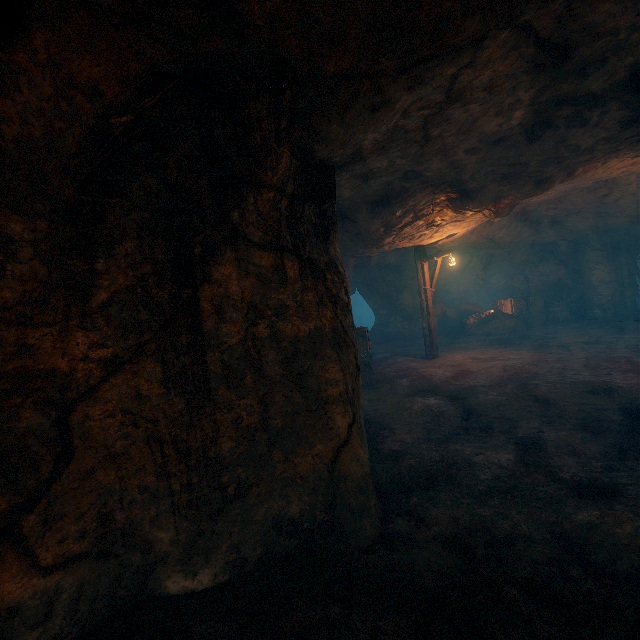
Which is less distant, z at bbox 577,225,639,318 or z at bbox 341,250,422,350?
z at bbox 341,250,422,350

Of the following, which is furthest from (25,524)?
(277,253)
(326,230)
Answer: (326,230)

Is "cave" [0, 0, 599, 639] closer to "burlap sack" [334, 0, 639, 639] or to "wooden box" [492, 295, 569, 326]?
"burlap sack" [334, 0, 639, 639]

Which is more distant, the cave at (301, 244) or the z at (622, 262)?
the z at (622, 262)

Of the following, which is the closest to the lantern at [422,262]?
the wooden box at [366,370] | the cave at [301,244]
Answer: the wooden box at [366,370]

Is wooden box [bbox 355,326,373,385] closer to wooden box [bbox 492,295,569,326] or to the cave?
the cave

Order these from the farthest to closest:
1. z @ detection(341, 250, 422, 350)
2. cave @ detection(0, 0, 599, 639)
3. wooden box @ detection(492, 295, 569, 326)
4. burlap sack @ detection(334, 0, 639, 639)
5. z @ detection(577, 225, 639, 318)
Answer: wooden box @ detection(492, 295, 569, 326), z @ detection(577, 225, 639, 318), z @ detection(341, 250, 422, 350), burlap sack @ detection(334, 0, 639, 639), cave @ detection(0, 0, 599, 639)

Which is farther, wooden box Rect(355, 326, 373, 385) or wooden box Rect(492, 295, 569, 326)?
wooden box Rect(492, 295, 569, 326)
